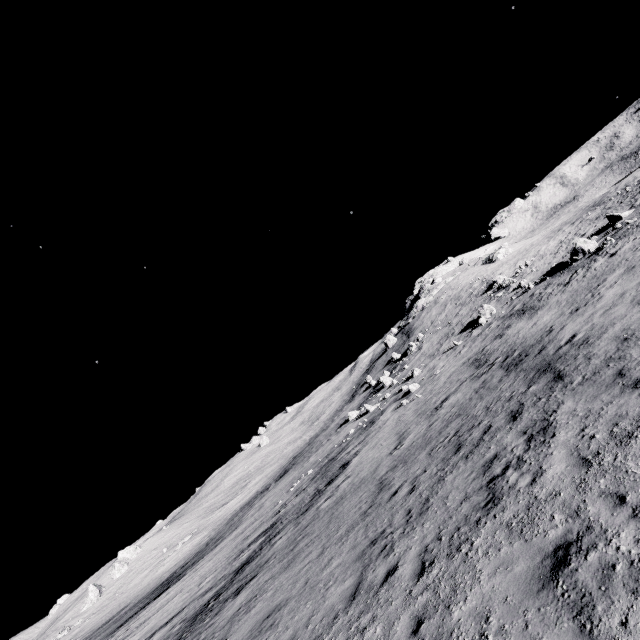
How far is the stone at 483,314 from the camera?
34.4m

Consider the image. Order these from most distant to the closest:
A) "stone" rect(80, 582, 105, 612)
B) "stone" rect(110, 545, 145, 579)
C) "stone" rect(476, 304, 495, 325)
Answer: "stone" rect(110, 545, 145, 579)
"stone" rect(80, 582, 105, 612)
"stone" rect(476, 304, 495, 325)

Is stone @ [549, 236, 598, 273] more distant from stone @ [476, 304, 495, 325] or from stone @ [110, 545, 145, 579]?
stone @ [110, 545, 145, 579]

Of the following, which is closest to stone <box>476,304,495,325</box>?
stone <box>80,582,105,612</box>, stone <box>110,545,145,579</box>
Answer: stone <box>110,545,145,579</box>

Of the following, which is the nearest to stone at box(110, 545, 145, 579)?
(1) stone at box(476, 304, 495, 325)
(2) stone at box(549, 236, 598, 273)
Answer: (1) stone at box(476, 304, 495, 325)

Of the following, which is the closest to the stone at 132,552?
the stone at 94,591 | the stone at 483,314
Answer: the stone at 94,591

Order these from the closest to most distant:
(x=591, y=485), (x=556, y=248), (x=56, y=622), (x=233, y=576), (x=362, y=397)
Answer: (x=591, y=485) < (x=233, y=576) < (x=556, y=248) < (x=56, y=622) < (x=362, y=397)

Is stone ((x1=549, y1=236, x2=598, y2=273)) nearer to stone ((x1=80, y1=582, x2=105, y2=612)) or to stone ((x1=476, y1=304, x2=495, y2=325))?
stone ((x1=476, y1=304, x2=495, y2=325))
